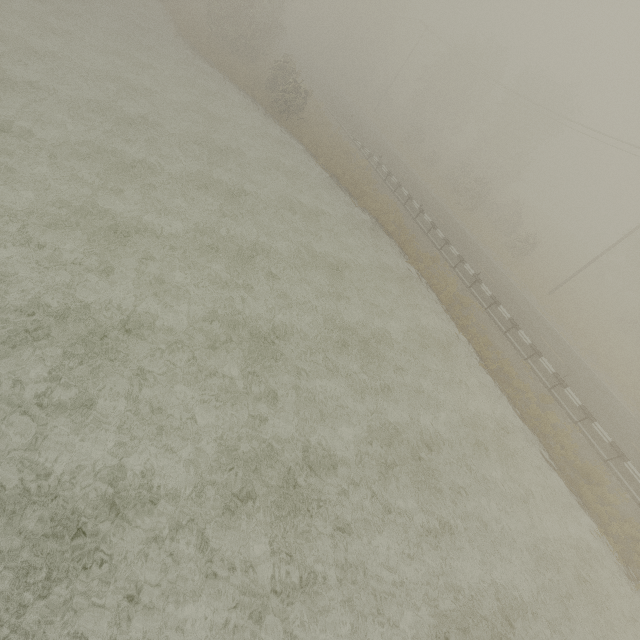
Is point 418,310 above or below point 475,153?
below
